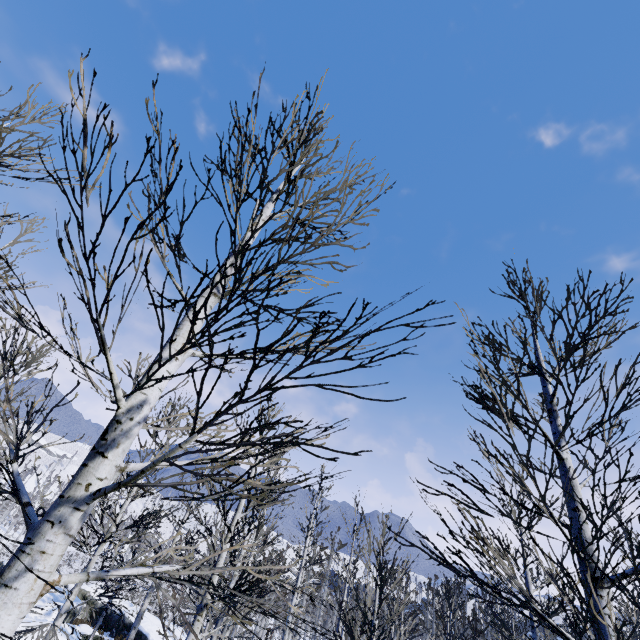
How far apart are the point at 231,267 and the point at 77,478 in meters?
2.1
